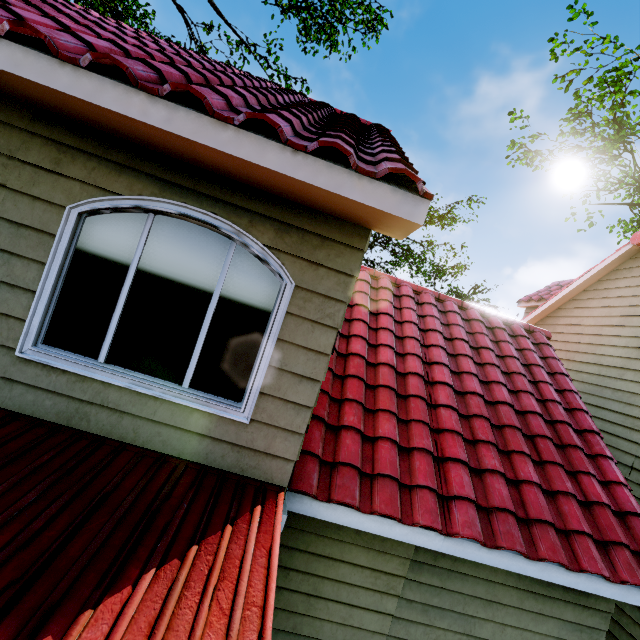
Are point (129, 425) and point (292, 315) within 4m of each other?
yes

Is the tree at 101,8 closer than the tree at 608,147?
Yes

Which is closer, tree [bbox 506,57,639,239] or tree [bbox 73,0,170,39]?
tree [bbox 73,0,170,39]
